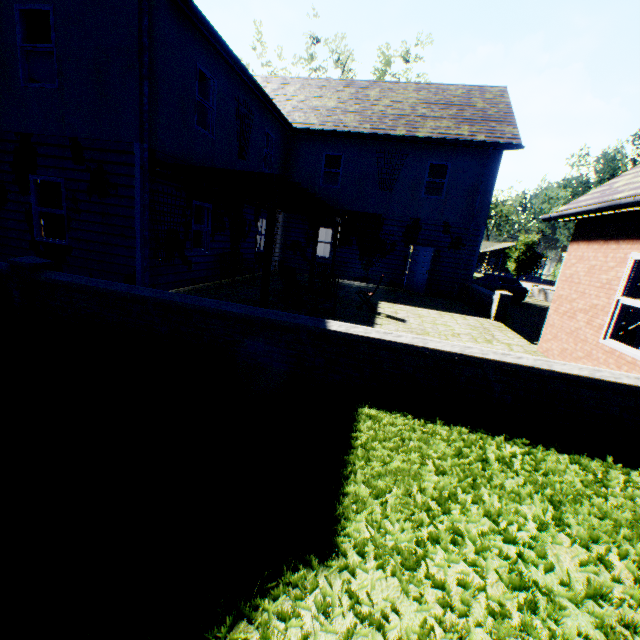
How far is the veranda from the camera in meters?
7.1

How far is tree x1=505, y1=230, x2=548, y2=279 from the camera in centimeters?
3794cm

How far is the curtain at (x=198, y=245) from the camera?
10.2 meters

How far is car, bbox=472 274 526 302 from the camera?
20.03m

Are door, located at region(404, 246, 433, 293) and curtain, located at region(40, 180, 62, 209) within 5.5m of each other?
no

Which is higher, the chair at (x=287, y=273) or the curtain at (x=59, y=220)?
the curtain at (x=59, y=220)

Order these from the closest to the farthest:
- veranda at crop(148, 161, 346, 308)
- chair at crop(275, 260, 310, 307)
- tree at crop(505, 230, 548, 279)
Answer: veranda at crop(148, 161, 346, 308), chair at crop(275, 260, 310, 307), tree at crop(505, 230, 548, 279)

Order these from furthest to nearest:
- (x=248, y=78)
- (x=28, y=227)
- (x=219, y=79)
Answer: (x=248, y=78)
(x=219, y=79)
(x=28, y=227)
